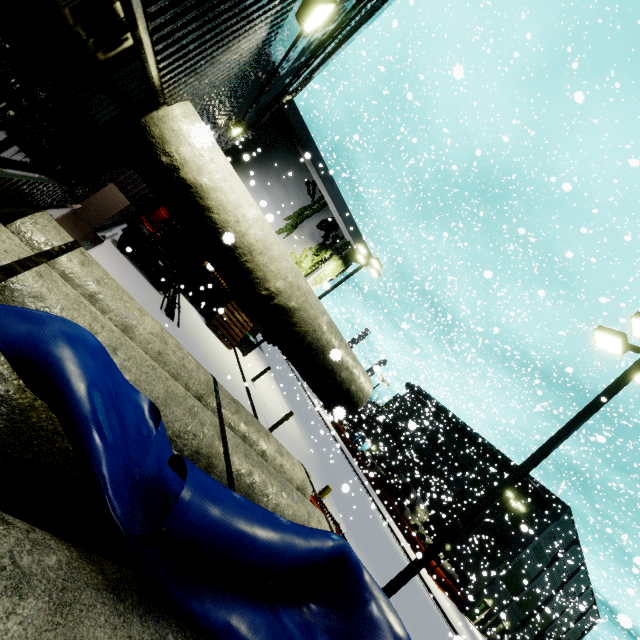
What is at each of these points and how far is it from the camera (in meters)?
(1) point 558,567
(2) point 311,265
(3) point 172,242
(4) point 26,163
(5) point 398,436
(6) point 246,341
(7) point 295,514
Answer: (1) building, 37.94
(2) tree, 21.28
(3) building, 18.39
(4) building, 3.03
(5) building, 48.75
(6) electrical box, 19.36
(7) concrete pipe stack, 4.14

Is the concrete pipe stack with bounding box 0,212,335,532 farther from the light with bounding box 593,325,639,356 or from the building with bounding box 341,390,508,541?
the light with bounding box 593,325,639,356

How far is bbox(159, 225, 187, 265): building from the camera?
18.2m

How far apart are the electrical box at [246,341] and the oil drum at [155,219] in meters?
6.3

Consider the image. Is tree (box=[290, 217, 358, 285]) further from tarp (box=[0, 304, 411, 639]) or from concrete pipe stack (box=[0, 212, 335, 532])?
tarp (box=[0, 304, 411, 639])

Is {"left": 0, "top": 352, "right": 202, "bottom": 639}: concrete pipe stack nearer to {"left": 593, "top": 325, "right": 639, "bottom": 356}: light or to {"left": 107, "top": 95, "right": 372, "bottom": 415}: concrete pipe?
{"left": 107, "top": 95, "right": 372, "bottom": 415}: concrete pipe

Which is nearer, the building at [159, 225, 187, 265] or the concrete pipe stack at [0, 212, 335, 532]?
the concrete pipe stack at [0, 212, 335, 532]

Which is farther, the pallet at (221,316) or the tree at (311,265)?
the tree at (311,265)
